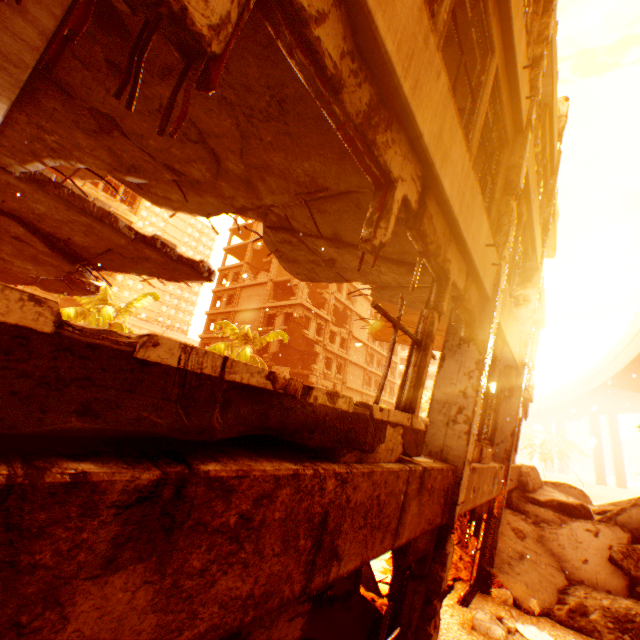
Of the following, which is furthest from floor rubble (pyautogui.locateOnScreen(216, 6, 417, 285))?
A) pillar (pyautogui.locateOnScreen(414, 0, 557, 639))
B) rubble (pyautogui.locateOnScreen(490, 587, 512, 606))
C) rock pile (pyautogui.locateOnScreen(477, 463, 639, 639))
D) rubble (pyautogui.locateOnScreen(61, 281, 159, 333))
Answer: rubble (pyautogui.locateOnScreen(61, 281, 159, 333))

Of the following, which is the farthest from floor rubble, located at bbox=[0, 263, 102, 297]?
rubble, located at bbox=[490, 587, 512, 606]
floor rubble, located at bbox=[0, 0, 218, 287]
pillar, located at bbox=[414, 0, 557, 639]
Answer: rubble, located at bbox=[490, 587, 512, 606]

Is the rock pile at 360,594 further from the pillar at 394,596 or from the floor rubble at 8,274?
the floor rubble at 8,274

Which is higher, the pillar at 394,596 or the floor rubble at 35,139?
the floor rubble at 35,139

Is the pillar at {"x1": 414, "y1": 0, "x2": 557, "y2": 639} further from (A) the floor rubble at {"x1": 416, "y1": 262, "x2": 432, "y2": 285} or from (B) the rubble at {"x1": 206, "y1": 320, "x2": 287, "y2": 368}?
(B) the rubble at {"x1": 206, "y1": 320, "x2": 287, "y2": 368}

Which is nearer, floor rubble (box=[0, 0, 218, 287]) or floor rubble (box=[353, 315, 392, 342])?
floor rubble (box=[0, 0, 218, 287])

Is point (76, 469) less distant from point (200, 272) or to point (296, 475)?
point (296, 475)

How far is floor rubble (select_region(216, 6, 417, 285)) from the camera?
2.5 meters
